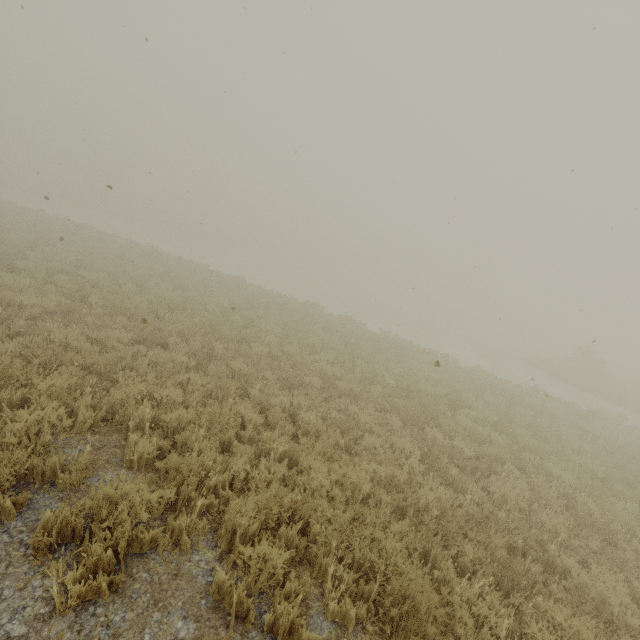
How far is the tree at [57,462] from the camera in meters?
3.8

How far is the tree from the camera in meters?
3.8 m

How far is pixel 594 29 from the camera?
6.35m
